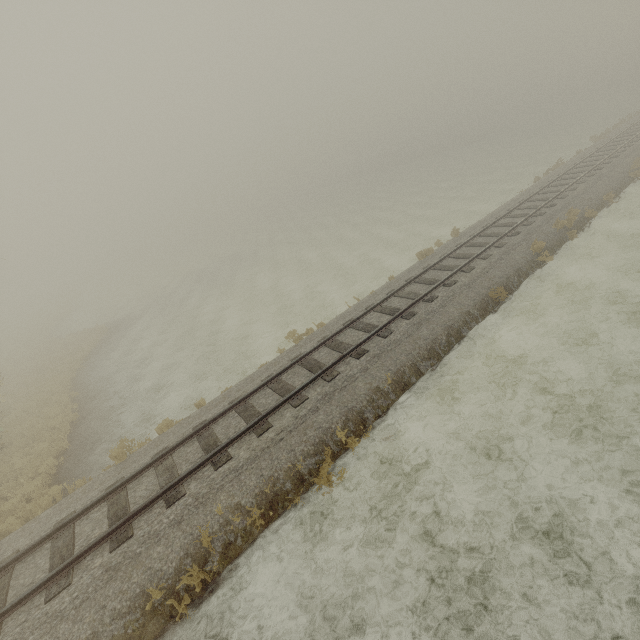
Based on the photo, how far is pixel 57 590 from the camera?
7.22m
